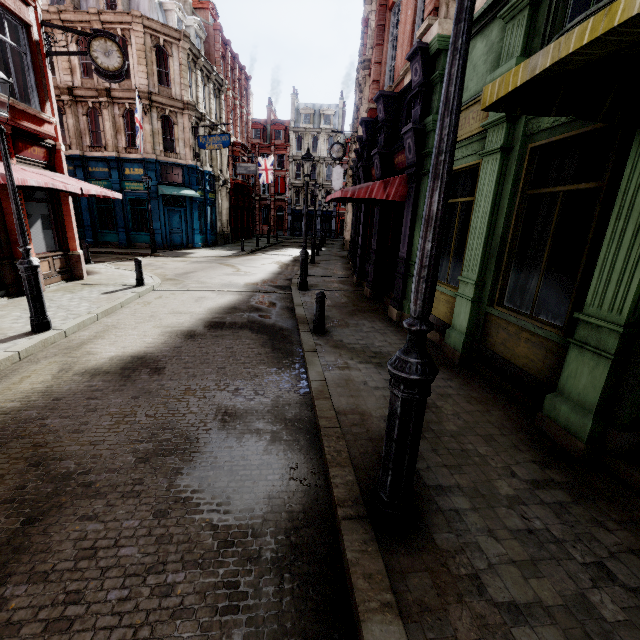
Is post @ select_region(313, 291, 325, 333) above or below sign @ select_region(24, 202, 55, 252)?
below

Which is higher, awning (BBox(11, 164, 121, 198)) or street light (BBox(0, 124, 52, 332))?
awning (BBox(11, 164, 121, 198))

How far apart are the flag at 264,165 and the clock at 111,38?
26.8 meters

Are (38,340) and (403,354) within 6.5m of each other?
no

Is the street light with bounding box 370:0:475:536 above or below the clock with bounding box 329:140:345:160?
below

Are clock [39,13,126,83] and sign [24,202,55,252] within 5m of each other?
yes

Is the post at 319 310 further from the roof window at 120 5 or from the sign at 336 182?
the sign at 336 182

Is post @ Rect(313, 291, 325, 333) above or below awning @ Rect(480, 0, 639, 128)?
below
